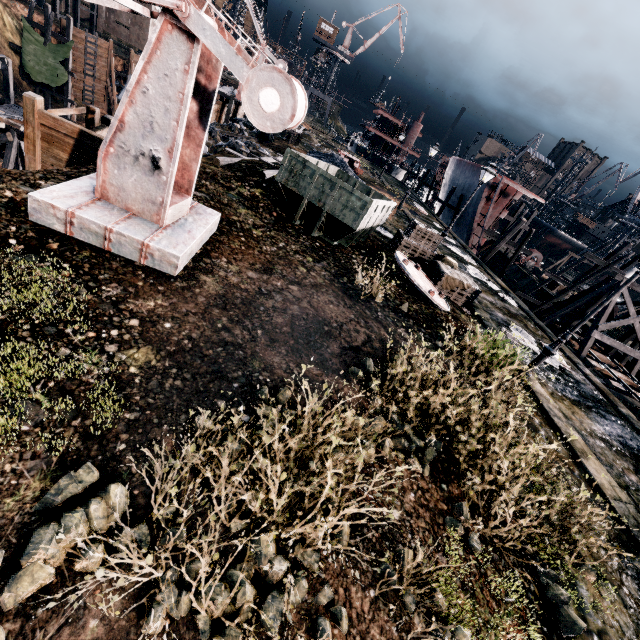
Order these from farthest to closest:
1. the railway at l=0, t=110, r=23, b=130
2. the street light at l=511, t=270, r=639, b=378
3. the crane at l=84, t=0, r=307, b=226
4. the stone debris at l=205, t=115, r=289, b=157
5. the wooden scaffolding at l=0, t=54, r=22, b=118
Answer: the wooden scaffolding at l=0, t=54, r=22, b=118 < the stone debris at l=205, t=115, r=289, b=157 < the railway at l=0, t=110, r=23, b=130 < the street light at l=511, t=270, r=639, b=378 < the crane at l=84, t=0, r=307, b=226

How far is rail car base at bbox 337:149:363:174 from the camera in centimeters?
3188cm

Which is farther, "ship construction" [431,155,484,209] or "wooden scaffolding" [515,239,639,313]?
"ship construction" [431,155,484,209]

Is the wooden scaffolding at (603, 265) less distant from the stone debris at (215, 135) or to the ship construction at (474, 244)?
the ship construction at (474, 244)

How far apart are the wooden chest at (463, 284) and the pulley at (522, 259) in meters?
30.8 m

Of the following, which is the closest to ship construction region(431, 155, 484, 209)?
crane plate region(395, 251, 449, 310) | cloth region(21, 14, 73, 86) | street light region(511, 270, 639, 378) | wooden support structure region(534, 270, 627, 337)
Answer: wooden support structure region(534, 270, 627, 337)

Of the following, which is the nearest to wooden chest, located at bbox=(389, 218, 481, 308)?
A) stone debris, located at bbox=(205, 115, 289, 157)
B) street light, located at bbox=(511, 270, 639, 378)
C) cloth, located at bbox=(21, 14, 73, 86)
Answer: street light, located at bbox=(511, 270, 639, 378)

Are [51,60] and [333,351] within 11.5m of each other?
no
